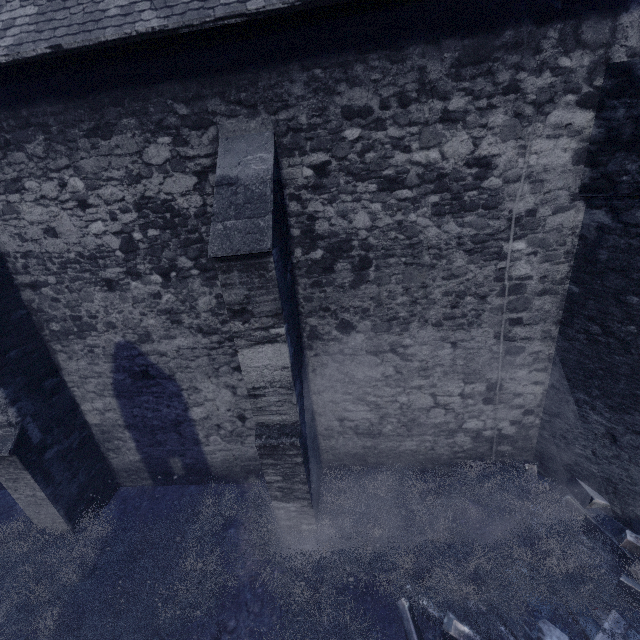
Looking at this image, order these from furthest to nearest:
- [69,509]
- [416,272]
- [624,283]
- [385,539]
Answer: [69,509]
[385,539]
[416,272]
[624,283]

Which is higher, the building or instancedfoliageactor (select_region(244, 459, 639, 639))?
the building

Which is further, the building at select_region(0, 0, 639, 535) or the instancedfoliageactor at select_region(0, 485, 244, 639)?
the instancedfoliageactor at select_region(0, 485, 244, 639)

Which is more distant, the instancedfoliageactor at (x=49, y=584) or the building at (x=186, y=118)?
the instancedfoliageactor at (x=49, y=584)
